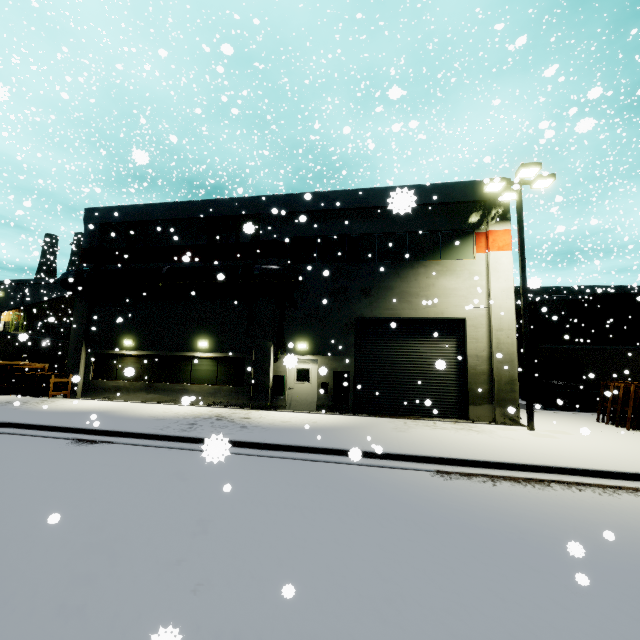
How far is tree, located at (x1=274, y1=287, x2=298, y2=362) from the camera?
15.9 meters

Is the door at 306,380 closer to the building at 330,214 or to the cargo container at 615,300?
the building at 330,214

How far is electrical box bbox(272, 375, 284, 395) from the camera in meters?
15.4

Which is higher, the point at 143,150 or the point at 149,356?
the point at 143,150

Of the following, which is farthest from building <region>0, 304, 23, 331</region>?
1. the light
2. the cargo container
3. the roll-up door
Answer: the cargo container

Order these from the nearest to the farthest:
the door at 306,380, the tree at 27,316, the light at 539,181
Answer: the light at 539,181, the door at 306,380, the tree at 27,316

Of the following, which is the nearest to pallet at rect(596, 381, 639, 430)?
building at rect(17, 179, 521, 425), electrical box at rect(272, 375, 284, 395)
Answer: building at rect(17, 179, 521, 425)

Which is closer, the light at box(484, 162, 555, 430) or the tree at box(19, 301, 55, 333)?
the light at box(484, 162, 555, 430)
